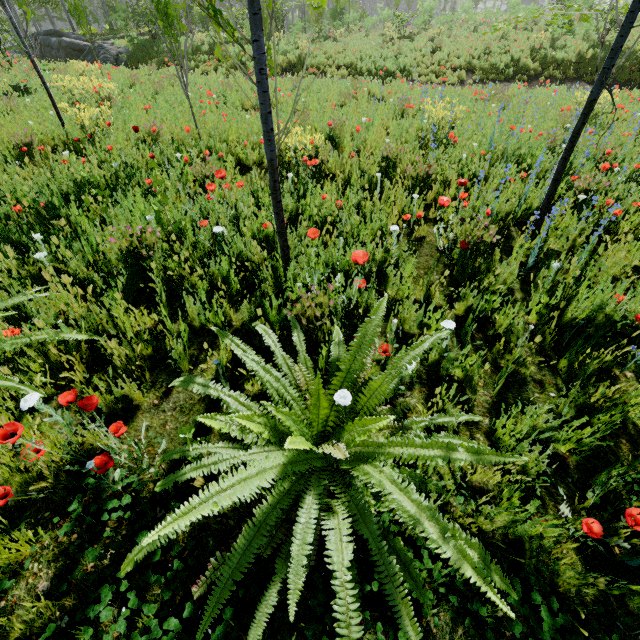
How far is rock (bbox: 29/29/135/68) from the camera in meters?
17.2

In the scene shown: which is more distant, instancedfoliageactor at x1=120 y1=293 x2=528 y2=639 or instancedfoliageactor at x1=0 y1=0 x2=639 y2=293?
instancedfoliageactor at x1=0 y1=0 x2=639 y2=293

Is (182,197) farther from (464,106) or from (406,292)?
(464,106)

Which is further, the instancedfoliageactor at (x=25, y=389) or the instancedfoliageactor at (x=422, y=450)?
the instancedfoliageactor at (x=25, y=389)

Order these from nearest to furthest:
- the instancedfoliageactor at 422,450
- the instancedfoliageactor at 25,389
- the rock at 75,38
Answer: the instancedfoliageactor at 422,450, the instancedfoliageactor at 25,389, the rock at 75,38

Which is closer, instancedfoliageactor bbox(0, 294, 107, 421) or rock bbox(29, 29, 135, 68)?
instancedfoliageactor bbox(0, 294, 107, 421)

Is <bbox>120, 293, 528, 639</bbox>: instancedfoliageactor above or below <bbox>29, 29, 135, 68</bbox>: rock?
below
